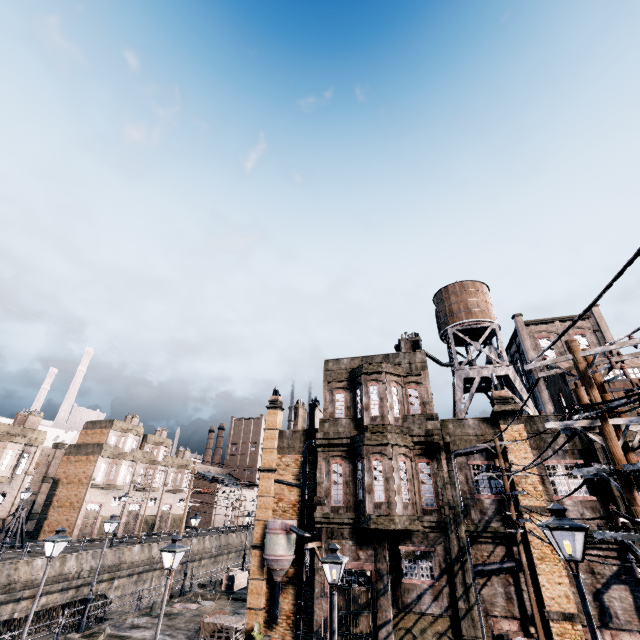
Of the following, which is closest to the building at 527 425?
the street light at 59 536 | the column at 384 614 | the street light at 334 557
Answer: the column at 384 614

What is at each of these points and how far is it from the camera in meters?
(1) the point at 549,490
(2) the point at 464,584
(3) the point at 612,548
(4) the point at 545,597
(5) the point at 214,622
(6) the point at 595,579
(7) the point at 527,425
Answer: (1) building, 16.2 m
(2) column, 15.2 m
(3) building, 14.6 m
(4) building, 14.1 m
(5) wooden chest, 18.2 m
(6) building, 14.4 m
(7) building, 17.9 m

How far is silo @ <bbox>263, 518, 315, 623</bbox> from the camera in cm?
1883

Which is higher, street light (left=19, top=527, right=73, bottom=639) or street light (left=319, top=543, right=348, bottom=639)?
street light (left=19, top=527, right=73, bottom=639)

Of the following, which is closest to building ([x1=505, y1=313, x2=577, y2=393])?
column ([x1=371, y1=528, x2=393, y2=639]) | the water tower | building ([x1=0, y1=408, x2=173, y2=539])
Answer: column ([x1=371, y1=528, x2=393, y2=639])

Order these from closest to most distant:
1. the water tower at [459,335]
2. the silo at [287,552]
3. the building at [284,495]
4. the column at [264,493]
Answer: the silo at [287,552]
the column at [264,493]
the water tower at [459,335]
the building at [284,495]

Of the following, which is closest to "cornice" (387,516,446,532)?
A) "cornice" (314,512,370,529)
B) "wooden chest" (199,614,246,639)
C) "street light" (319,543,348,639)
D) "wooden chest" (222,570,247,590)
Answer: "cornice" (314,512,370,529)

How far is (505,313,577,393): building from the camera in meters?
47.4 m
